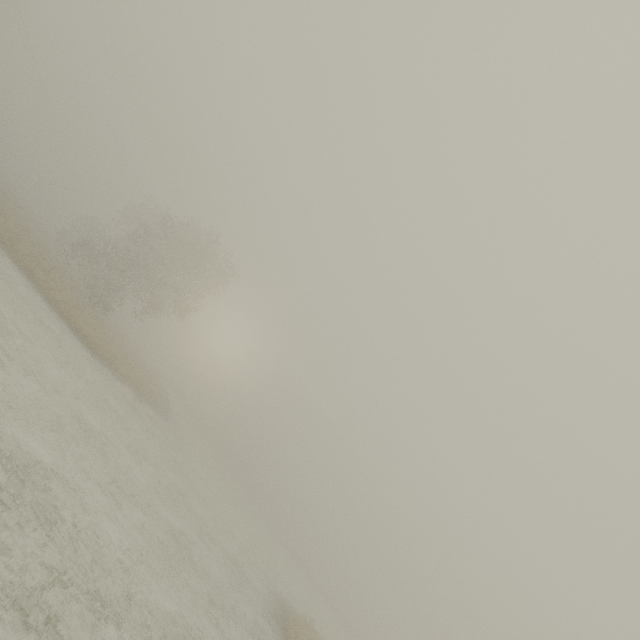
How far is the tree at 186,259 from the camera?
28.7 meters

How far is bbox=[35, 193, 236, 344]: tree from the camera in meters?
28.7

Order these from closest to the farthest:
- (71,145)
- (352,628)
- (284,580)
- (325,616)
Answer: (284,580), (325,616), (352,628), (71,145)
